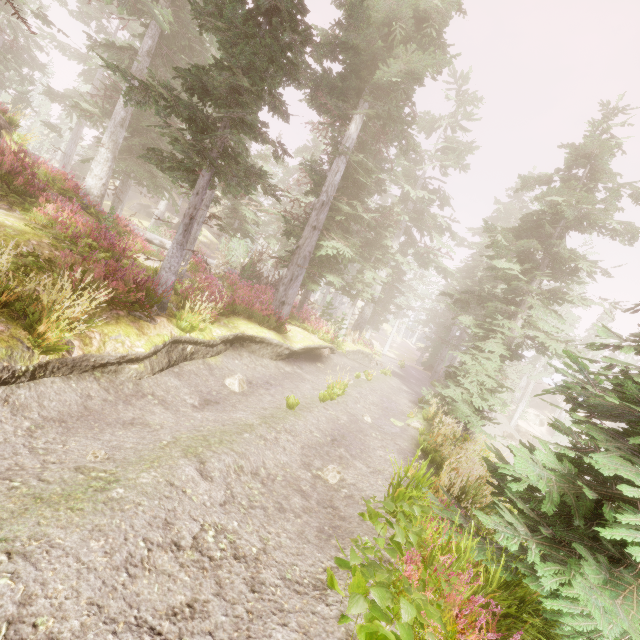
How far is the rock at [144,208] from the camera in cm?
4072

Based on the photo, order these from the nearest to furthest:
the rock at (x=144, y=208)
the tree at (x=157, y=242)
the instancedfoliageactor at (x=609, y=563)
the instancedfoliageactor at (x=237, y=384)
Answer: the instancedfoliageactor at (x=609, y=563), the instancedfoliageactor at (x=237, y=384), the tree at (x=157, y=242), the rock at (x=144, y=208)

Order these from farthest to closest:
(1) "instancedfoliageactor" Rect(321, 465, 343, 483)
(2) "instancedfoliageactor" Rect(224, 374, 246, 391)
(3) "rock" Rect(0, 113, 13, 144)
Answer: (3) "rock" Rect(0, 113, 13, 144) < (2) "instancedfoliageactor" Rect(224, 374, 246, 391) < (1) "instancedfoliageactor" Rect(321, 465, 343, 483)

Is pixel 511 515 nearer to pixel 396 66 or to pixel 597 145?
pixel 396 66

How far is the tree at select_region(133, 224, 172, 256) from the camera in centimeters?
1659cm

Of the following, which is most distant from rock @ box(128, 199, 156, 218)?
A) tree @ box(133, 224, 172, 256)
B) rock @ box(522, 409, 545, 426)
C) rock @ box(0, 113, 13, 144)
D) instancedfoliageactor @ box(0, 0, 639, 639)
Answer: rock @ box(522, 409, 545, 426)

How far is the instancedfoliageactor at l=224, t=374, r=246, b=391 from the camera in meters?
9.2 m
